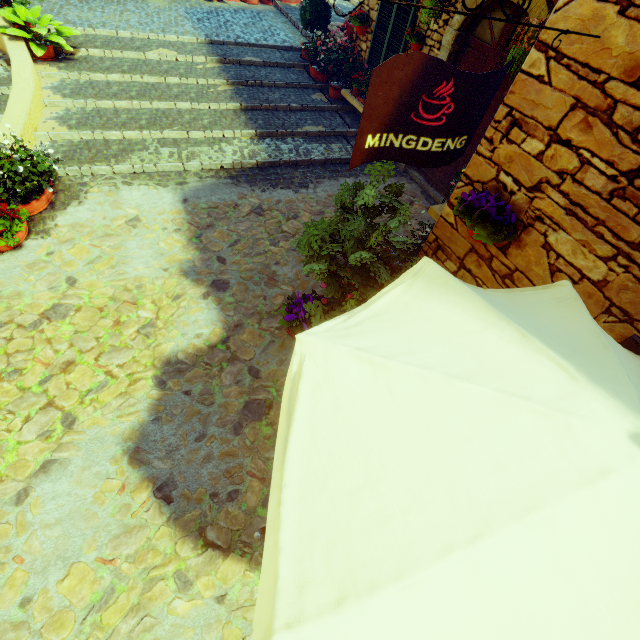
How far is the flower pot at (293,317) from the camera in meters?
4.1

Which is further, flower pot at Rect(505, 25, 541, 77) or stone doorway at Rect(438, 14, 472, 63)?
stone doorway at Rect(438, 14, 472, 63)

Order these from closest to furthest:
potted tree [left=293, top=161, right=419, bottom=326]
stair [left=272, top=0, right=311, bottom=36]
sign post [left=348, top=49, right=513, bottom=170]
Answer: sign post [left=348, top=49, right=513, bottom=170]
potted tree [left=293, top=161, right=419, bottom=326]
stair [left=272, top=0, right=311, bottom=36]

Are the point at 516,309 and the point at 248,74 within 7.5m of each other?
no

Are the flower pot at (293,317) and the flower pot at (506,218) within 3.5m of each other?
yes

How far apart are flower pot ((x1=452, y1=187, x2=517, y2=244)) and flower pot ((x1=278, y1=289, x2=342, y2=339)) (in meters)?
1.91

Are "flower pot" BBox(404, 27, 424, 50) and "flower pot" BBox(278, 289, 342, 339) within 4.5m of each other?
no

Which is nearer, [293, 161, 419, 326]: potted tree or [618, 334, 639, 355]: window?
[618, 334, 639, 355]: window
